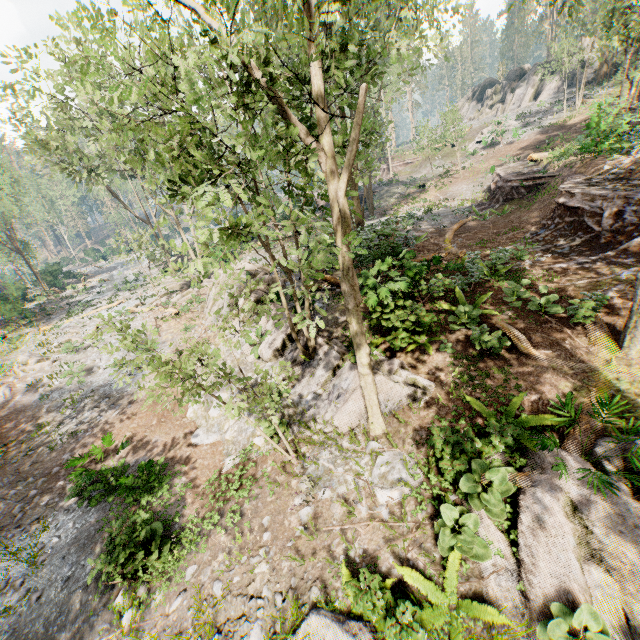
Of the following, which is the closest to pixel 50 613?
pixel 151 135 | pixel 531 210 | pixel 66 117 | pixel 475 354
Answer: pixel 151 135

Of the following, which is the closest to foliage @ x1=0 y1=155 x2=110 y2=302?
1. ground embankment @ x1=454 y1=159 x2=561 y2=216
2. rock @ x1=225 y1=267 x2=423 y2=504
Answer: rock @ x1=225 y1=267 x2=423 y2=504

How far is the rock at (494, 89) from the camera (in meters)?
41.41

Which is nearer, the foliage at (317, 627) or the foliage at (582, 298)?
the foliage at (317, 627)

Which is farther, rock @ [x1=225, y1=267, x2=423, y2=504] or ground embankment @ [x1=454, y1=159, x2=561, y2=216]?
ground embankment @ [x1=454, y1=159, x2=561, y2=216]

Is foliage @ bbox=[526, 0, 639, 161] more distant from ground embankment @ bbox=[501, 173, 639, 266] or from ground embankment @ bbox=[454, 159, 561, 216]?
ground embankment @ bbox=[454, 159, 561, 216]

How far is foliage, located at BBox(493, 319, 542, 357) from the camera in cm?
817
